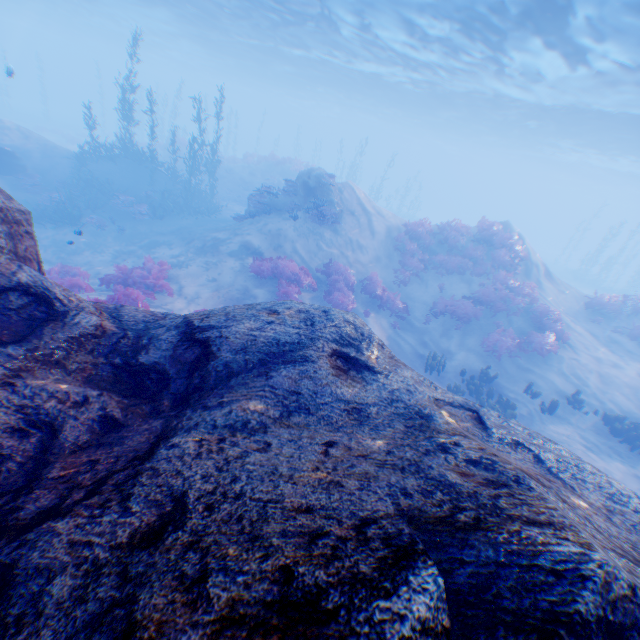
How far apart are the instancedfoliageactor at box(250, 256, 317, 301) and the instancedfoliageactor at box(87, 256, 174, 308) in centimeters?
303cm

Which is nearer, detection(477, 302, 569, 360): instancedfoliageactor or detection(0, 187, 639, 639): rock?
detection(0, 187, 639, 639): rock

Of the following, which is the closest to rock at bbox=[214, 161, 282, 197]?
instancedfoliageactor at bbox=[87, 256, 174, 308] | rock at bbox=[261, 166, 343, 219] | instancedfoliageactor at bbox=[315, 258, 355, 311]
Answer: rock at bbox=[261, 166, 343, 219]

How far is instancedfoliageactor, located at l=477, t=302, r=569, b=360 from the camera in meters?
13.0

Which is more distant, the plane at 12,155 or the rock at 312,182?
the rock at 312,182

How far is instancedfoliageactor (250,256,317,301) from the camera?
12.3m

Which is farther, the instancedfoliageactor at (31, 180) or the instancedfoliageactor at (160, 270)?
the instancedfoliageactor at (31, 180)

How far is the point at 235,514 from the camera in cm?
206
